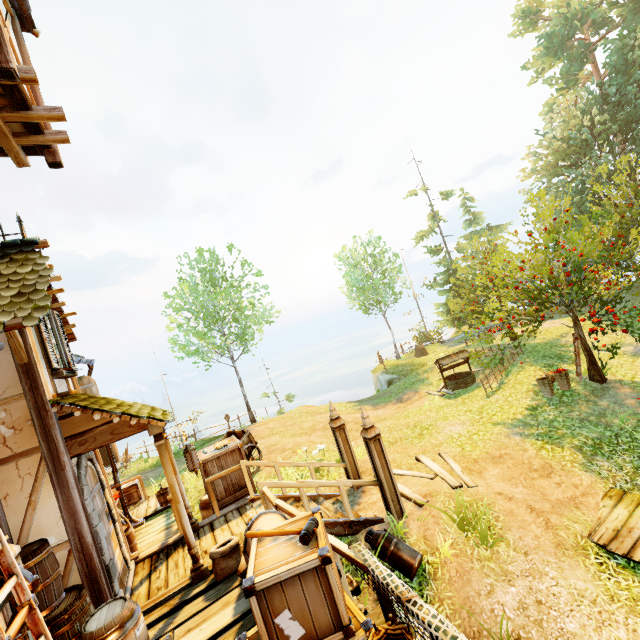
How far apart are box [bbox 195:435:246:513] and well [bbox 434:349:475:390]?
11.2 meters

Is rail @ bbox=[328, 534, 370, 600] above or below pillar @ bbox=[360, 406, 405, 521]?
above

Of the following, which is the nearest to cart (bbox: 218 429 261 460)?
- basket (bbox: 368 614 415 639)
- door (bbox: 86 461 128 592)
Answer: door (bbox: 86 461 128 592)

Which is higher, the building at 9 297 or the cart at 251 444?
the building at 9 297

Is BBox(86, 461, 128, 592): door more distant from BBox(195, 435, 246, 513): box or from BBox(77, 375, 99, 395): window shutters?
BBox(77, 375, 99, 395): window shutters

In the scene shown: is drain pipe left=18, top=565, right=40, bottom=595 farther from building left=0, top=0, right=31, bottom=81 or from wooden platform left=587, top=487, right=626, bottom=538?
wooden platform left=587, top=487, right=626, bottom=538

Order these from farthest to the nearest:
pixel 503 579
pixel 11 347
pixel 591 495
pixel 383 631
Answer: pixel 591 495
pixel 503 579
pixel 11 347
pixel 383 631

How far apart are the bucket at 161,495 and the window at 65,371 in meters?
6.2 m
